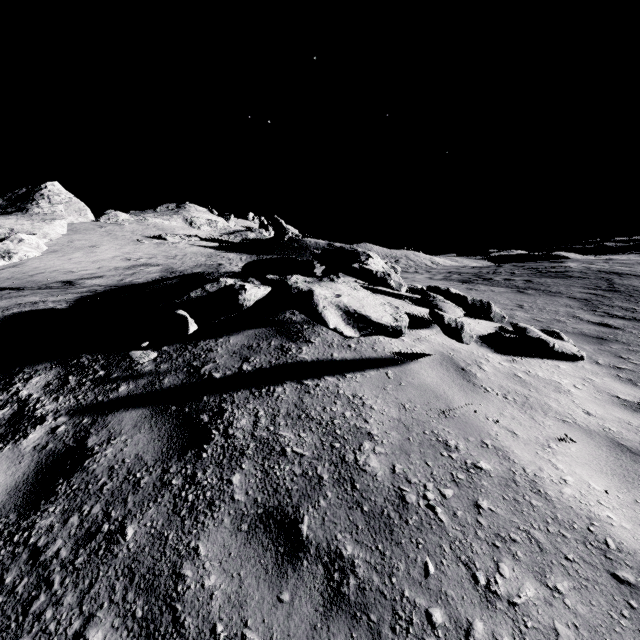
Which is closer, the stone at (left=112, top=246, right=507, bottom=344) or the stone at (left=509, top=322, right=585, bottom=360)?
the stone at (left=112, top=246, right=507, bottom=344)

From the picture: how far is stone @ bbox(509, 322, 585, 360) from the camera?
4.84m

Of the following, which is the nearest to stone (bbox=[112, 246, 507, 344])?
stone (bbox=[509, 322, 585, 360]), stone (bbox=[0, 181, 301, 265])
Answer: stone (bbox=[509, 322, 585, 360])

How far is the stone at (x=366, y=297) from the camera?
2.8m

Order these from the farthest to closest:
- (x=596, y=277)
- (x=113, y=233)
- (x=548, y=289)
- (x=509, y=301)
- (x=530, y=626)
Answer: (x=113, y=233), (x=596, y=277), (x=548, y=289), (x=509, y=301), (x=530, y=626)

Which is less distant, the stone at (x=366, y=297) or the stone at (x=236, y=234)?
the stone at (x=366, y=297)

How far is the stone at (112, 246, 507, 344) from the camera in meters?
2.8 m

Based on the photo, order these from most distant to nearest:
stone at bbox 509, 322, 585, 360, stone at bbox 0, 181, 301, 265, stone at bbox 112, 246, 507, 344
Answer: stone at bbox 0, 181, 301, 265 → stone at bbox 509, 322, 585, 360 → stone at bbox 112, 246, 507, 344
